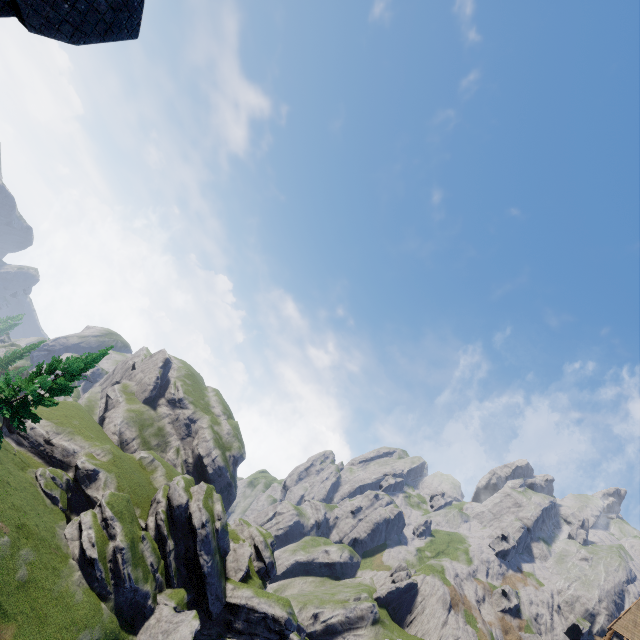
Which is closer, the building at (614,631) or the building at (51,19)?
the building at (51,19)

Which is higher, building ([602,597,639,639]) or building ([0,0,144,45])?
building ([602,597,639,639])

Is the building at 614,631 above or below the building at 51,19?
above

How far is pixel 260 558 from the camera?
56.4m

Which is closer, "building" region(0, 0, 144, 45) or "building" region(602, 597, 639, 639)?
"building" region(0, 0, 144, 45)
